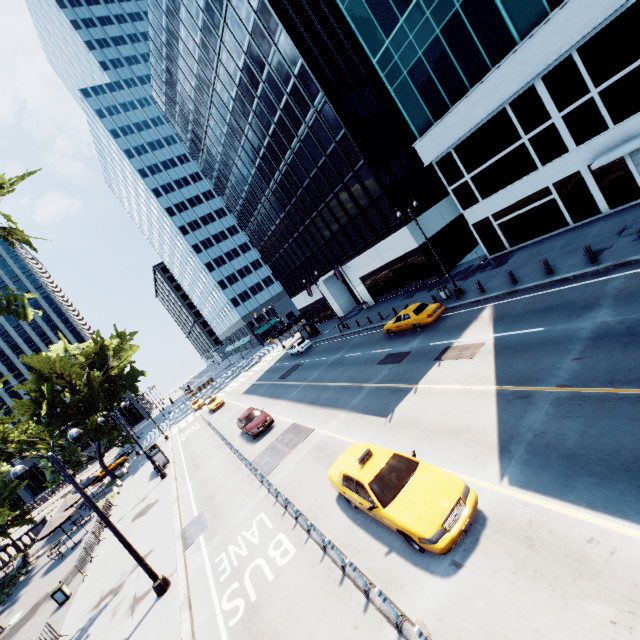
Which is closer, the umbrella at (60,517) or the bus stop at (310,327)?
the umbrella at (60,517)

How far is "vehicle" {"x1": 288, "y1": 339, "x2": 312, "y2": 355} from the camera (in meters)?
39.00

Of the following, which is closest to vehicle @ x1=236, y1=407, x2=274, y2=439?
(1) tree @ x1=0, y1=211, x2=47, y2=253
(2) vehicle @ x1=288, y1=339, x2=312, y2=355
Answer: (2) vehicle @ x1=288, y1=339, x2=312, y2=355

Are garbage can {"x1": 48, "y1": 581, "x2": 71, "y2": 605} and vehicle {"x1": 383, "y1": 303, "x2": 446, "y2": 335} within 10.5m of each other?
no

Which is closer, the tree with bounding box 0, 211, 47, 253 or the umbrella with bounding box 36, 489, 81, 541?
the tree with bounding box 0, 211, 47, 253

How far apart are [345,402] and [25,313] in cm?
1455

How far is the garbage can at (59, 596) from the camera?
17.17m

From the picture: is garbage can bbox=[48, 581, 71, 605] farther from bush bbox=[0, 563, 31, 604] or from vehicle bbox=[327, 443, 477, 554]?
vehicle bbox=[327, 443, 477, 554]
